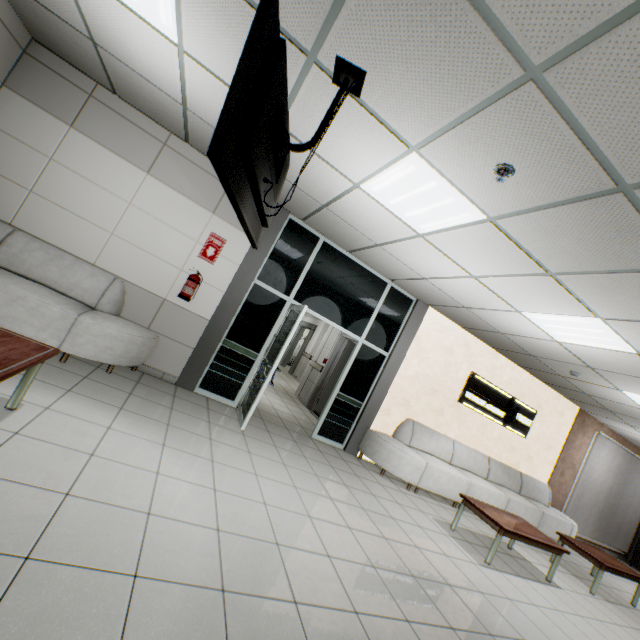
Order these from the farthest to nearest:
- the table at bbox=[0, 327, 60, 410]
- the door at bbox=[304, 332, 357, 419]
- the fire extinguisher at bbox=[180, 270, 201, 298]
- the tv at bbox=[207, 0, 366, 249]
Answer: the door at bbox=[304, 332, 357, 419]
the fire extinguisher at bbox=[180, 270, 201, 298]
the table at bbox=[0, 327, 60, 410]
the tv at bbox=[207, 0, 366, 249]

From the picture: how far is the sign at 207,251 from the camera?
4.94m

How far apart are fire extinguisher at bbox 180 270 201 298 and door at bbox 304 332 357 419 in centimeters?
381cm

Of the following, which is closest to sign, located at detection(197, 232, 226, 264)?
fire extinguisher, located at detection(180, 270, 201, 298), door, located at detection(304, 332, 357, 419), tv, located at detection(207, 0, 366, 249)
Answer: fire extinguisher, located at detection(180, 270, 201, 298)

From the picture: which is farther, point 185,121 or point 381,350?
point 381,350

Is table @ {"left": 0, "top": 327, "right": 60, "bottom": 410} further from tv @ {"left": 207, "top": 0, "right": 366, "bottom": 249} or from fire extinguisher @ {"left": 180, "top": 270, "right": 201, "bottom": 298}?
fire extinguisher @ {"left": 180, "top": 270, "right": 201, "bottom": 298}

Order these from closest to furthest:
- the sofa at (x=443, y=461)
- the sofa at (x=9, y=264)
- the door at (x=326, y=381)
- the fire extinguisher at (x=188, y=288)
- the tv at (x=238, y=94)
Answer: the tv at (x=238, y=94)
the sofa at (x=9, y=264)
the fire extinguisher at (x=188, y=288)
the sofa at (x=443, y=461)
the door at (x=326, y=381)

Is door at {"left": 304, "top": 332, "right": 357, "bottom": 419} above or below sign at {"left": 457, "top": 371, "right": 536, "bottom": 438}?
below
